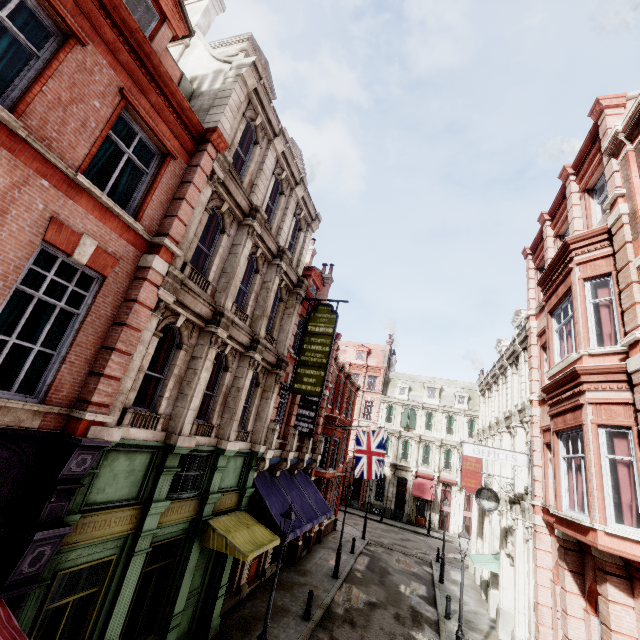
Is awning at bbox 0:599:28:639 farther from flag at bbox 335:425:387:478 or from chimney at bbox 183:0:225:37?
flag at bbox 335:425:387:478

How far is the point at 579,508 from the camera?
8.6 meters

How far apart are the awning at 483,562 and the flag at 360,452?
5.97m

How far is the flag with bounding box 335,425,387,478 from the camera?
20.6m

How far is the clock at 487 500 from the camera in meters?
14.8

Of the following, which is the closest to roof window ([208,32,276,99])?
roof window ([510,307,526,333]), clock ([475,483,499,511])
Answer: roof window ([510,307,526,333])

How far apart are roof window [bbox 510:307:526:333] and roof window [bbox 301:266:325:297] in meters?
12.4

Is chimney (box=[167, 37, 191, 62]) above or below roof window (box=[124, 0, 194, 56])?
above
